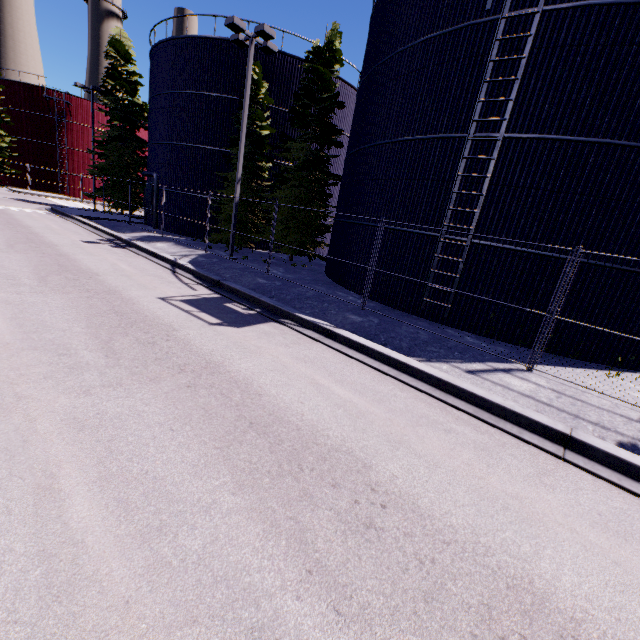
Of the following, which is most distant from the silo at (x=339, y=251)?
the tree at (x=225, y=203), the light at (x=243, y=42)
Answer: the light at (x=243, y=42)

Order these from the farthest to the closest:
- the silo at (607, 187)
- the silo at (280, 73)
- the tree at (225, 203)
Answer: the silo at (280, 73) → the tree at (225, 203) → the silo at (607, 187)

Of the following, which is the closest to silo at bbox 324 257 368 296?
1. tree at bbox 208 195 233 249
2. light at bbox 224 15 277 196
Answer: tree at bbox 208 195 233 249

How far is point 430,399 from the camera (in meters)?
5.97

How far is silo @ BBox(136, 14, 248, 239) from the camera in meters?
20.0 m

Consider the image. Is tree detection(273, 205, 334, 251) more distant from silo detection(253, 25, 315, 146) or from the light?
the light

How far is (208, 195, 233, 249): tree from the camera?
19.30m

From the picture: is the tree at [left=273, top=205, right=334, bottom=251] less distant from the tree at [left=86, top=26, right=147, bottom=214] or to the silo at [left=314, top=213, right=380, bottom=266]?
the silo at [left=314, top=213, right=380, bottom=266]
